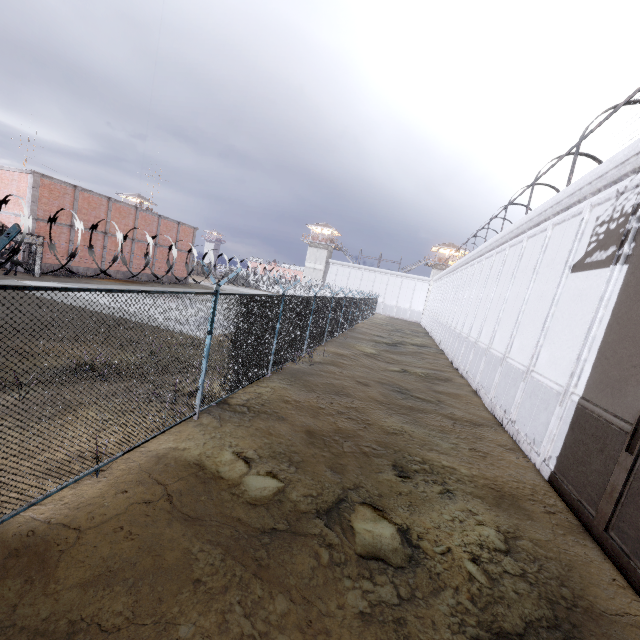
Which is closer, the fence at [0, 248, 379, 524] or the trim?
the fence at [0, 248, 379, 524]

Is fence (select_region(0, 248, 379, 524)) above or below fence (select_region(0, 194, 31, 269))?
below

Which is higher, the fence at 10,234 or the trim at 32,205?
the trim at 32,205

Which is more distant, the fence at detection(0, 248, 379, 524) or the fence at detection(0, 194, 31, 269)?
the fence at detection(0, 248, 379, 524)

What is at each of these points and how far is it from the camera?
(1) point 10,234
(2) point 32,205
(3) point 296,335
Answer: (1) fence, 2.8m
(2) trim, 22.5m
(3) fence, 13.2m

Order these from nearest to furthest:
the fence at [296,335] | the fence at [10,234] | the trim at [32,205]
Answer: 1. the fence at [10,234]
2. the fence at [296,335]
3. the trim at [32,205]

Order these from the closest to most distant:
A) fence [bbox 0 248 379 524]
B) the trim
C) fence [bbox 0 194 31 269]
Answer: fence [bbox 0 194 31 269], fence [bbox 0 248 379 524], the trim
